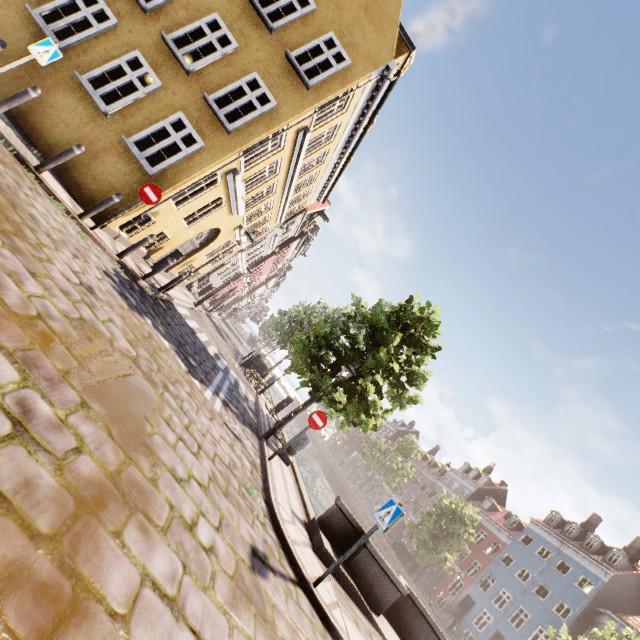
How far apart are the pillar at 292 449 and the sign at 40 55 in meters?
11.7

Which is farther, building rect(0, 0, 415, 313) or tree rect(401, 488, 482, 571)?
tree rect(401, 488, 482, 571)

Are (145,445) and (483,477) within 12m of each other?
no

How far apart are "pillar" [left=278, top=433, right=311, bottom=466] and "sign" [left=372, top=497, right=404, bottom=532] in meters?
5.1 m

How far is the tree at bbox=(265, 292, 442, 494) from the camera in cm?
1238

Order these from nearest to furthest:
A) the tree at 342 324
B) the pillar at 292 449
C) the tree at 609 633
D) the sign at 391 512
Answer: the sign at 391 512, the pillar at 292 449, the tree at 342 324, the tree at 609 633

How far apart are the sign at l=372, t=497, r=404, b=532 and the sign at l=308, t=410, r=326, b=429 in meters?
3.3 m

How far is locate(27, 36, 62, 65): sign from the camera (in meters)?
6.72
